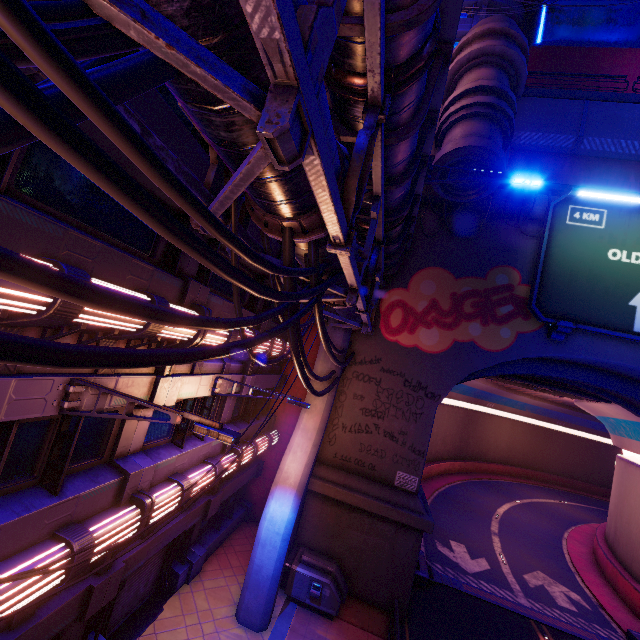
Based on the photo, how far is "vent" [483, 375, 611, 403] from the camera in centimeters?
1792cm

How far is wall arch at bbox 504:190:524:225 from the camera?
14.49m

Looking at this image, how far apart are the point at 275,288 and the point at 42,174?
4.1m

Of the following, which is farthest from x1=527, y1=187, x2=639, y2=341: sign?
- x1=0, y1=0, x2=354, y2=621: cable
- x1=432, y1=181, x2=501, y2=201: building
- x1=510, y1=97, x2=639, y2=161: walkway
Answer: x1=0, y1=0, x2=354, y2=621: cable

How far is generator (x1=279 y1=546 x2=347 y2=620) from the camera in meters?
11.7 m

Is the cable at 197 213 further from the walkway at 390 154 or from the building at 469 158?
the building at 469 158

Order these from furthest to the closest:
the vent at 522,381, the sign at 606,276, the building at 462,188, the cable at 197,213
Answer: the vent at 522,381, the sign at 606,276, the building at 462,188, the cable at 197,213
